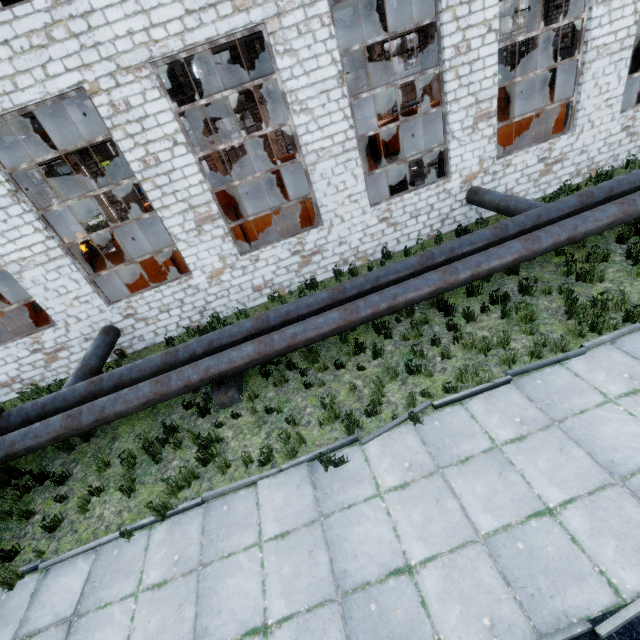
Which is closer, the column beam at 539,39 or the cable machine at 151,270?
the cable machine at 151,270

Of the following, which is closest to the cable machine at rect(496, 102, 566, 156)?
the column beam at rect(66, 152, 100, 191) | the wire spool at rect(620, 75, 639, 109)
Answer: the wire spool at rect(620, 75, 639, 109)

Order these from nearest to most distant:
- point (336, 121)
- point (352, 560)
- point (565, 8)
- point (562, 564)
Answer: point (562, 564) < point (352, 560) < point (336, 121) < point (565, 8)

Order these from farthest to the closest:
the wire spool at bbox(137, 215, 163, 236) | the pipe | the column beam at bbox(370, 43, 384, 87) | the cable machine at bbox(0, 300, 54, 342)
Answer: the column beam at bbox(370, 43, 384, 87)
the wire spool at bbox(137, 215, 163, 236)
the cable machine at bbox(0, 300, 54, 342)
the pipe

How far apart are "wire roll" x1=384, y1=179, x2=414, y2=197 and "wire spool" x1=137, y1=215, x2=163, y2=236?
11.0m

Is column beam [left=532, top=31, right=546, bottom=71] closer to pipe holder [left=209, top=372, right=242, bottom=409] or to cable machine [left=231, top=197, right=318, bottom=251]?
cable machine [left=231, top=197, right=318, bottom=251]

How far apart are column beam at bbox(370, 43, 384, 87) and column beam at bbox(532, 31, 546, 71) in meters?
12.8

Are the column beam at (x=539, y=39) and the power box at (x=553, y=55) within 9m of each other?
yes
